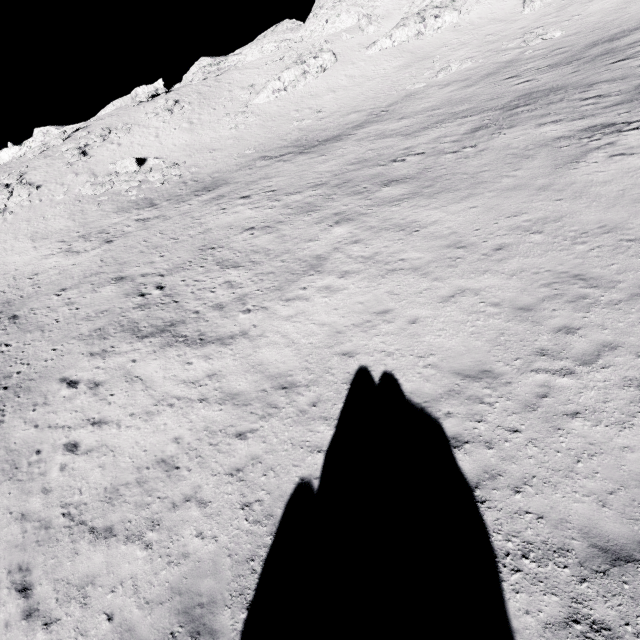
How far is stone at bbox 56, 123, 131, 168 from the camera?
37.5m

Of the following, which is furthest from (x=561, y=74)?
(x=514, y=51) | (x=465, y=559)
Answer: (x=465, y=559)

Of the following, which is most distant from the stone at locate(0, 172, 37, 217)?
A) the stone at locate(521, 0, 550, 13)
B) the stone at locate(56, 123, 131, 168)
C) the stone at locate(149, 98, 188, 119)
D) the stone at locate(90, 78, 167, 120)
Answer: the stone at locate(521, 0, 550, 13)

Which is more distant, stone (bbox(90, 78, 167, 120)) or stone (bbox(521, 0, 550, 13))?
stone (bbox(90, 78, 167, 120))

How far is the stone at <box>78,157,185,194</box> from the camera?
32.9m

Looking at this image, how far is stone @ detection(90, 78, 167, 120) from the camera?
45.66m

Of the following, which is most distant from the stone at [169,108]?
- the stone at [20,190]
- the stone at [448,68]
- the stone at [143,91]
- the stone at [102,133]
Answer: the stone at [448,68]

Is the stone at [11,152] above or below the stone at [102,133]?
above
